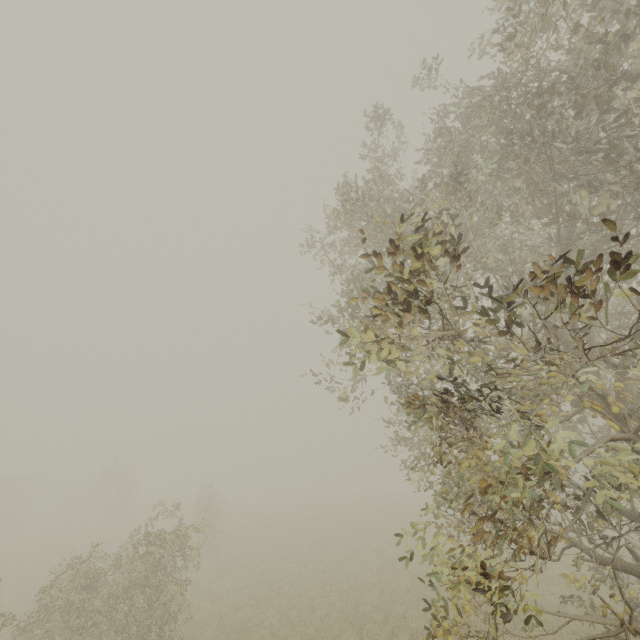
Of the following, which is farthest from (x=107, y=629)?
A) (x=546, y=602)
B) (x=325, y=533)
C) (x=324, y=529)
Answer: (x=324, y=529)

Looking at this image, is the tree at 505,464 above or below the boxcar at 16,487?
above

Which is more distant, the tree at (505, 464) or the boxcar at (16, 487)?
the boxcar at (16, 487)

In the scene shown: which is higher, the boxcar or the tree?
the tree

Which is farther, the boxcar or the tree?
the boxcar
